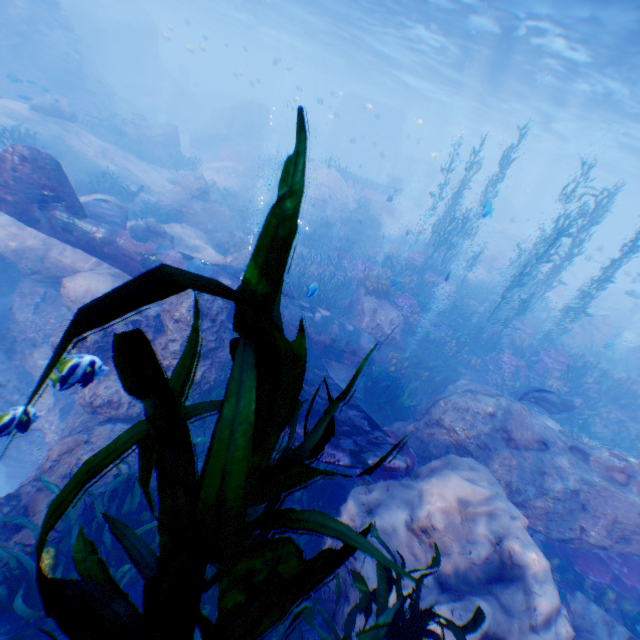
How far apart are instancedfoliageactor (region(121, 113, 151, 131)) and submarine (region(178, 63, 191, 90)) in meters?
35.1

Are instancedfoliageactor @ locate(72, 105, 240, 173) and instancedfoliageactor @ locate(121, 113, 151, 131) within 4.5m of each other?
yes

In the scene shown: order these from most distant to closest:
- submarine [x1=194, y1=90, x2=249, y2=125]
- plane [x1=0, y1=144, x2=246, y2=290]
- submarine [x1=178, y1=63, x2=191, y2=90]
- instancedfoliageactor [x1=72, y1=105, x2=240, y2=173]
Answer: submarine [x1=178, y1=63, x2=191, y2=90] < submarine [x1=194, y1=90, x2=249, y2=125] < instancedfoliageactor [x1=72, y1=105, x2=240, y2=173] < plane [x1=0, y1=144, x2=246, y2=290]

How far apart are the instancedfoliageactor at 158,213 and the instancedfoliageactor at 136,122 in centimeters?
1112cm

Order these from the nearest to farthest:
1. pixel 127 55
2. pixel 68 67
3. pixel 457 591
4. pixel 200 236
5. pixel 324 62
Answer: pixel 457 591
pixel 200 236
pixel 68 67
pixel 127 55
pixel 324 62

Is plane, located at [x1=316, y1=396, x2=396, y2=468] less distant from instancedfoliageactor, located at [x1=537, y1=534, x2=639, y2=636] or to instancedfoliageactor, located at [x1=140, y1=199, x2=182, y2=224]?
instancedfoliageactor, located at [x1=537, y1=534, x2=639, y2=636]

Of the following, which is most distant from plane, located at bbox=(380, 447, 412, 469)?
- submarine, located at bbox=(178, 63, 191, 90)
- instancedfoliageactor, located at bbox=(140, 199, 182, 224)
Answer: submarine, located at bbox=(178, 63, 191, 90)

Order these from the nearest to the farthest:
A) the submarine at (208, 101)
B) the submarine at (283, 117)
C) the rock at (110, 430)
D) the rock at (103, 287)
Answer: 1. the rock at (110, 430)
2. the rock at (103, 287)
3. the submarine at (283, 117)
4. the submarine at (208, 101)
